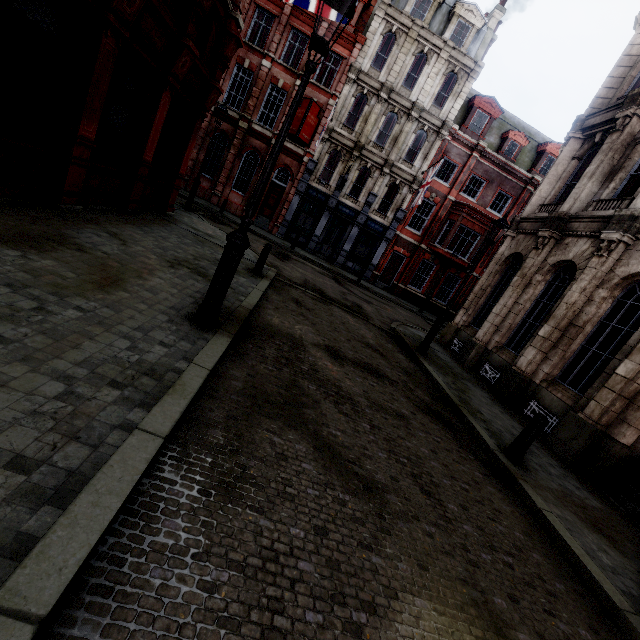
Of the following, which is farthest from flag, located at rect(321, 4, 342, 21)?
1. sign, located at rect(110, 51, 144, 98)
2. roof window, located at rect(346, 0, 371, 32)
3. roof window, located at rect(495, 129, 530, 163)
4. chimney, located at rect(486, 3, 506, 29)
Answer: chimney, located at rect(486, 3, 506, 29)

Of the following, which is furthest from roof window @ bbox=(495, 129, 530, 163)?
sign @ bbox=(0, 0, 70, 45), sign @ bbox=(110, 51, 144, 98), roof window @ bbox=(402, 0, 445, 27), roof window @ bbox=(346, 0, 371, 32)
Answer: sign @ bbox=(0, 0, 70, 45)

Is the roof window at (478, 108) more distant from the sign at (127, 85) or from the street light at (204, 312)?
the sign at (127, 85)

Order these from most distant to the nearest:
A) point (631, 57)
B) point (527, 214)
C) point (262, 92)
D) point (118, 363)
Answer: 1. point (262, 92)
2. point (527, 214)
3. point (631, 57)
4. point (118, 363)

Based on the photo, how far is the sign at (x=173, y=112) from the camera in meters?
9.3 m

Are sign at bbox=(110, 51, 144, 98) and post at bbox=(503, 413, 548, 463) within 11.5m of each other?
yes

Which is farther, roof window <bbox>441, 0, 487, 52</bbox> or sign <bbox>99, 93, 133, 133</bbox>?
roof window <bbox>441, 0, 487, 52</bbox>

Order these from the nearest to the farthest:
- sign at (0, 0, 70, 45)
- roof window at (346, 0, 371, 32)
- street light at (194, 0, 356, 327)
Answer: street light at (194, 0, 356, 327), sign at (0, 0, 70, 45), roof window at (346, 0, 371, 32)
